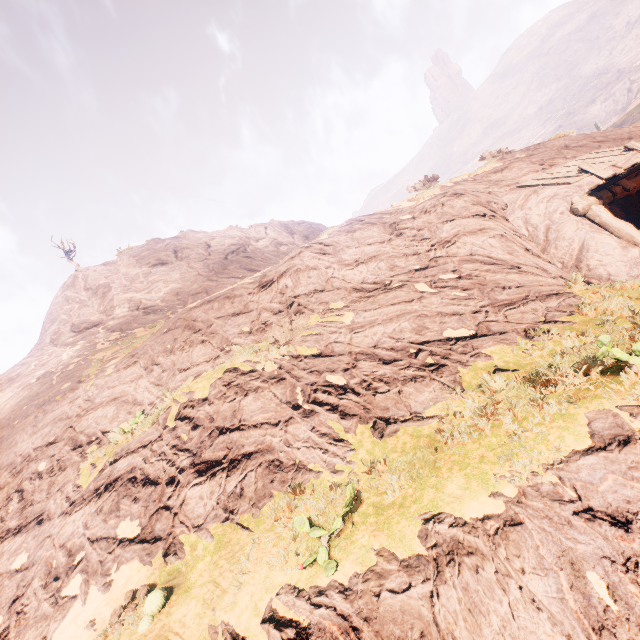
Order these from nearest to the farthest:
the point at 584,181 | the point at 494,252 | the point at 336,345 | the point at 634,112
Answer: the point at 336,345 → the point at 494,252 → the point at 584,181 → the point at 634,112
